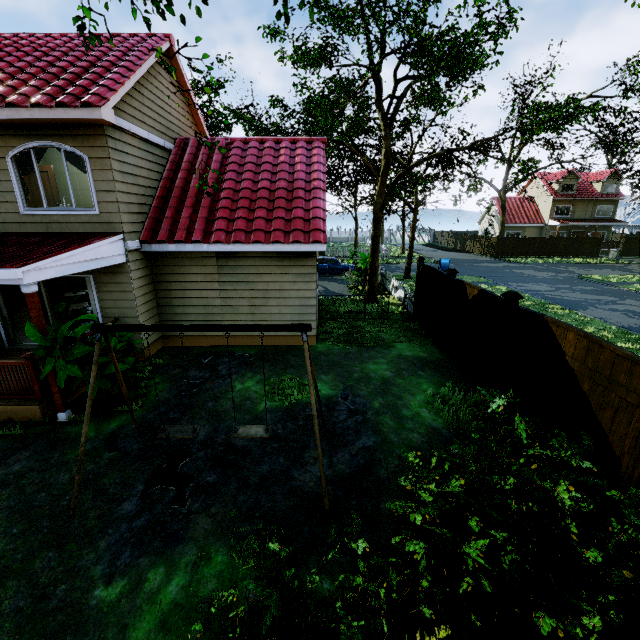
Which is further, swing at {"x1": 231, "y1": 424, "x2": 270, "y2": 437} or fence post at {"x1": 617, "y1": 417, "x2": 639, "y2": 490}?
swing at {"x1": 231, "y1": 424, "x2": 270, "y2": 437}

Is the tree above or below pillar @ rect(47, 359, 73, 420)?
above

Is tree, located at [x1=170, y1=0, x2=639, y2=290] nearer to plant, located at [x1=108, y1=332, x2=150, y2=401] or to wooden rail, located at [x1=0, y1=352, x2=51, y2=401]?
plant, located at [x1=108, y1=332, x2=150, y2=401]

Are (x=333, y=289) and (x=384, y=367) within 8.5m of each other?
no

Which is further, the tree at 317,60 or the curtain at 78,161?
the tree at 317,60

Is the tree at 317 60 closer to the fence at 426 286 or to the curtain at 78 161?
the fence at 426 286

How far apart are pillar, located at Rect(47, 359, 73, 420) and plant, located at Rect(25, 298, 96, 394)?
0.04m

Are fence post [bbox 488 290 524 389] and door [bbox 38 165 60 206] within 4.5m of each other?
no
